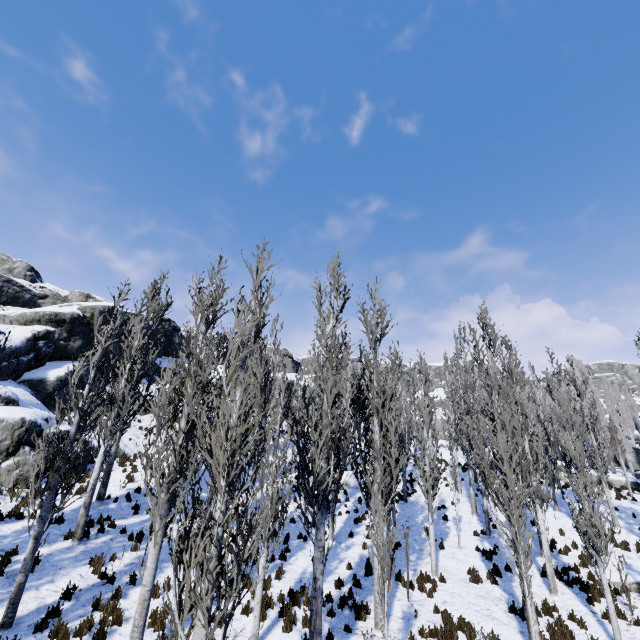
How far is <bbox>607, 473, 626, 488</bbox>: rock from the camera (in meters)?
24.88

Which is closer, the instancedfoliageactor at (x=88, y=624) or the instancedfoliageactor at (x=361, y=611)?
the instancedfoliageactor at (x=88, y=624)

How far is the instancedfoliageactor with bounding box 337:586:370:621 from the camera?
9.78m

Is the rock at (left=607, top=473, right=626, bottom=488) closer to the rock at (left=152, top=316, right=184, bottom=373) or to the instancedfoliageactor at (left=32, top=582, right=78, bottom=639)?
the instancedfoliageactor at (left=32, top=582, right=78, bottom=639)

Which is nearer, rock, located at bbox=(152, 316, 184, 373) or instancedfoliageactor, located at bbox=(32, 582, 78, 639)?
instancedfoliageactor, located at bbox=(32, 582, 78, 639)

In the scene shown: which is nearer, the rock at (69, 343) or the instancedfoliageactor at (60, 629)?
the instancedfoliageactor at (60, 629)

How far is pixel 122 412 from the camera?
12.3m
